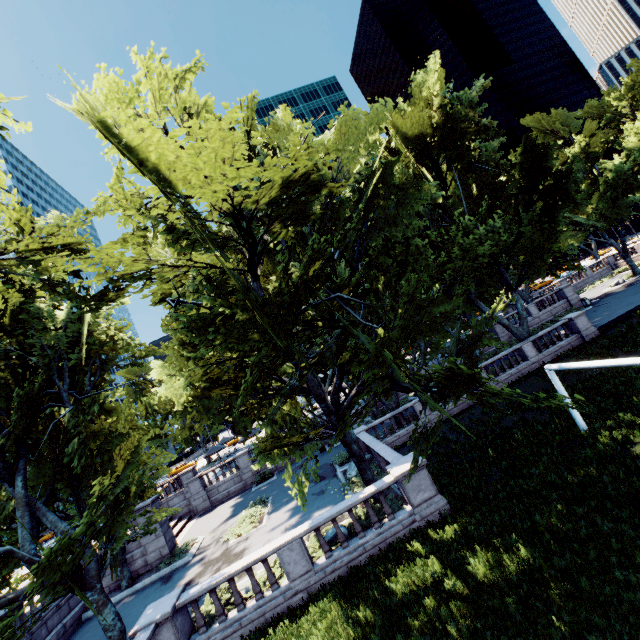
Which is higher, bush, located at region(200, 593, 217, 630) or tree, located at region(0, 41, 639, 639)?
tree, located at region(0, 41, 639, 639)

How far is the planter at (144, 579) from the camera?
18.9m

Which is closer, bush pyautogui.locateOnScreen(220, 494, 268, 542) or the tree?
the tree

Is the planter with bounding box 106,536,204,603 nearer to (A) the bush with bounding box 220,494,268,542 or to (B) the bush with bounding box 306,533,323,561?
(A) the bush with bounding box 220,494,268,542

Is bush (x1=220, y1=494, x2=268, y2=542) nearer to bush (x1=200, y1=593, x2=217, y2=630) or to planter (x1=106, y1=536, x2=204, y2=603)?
planter (x1=106, y1=536, x2=204, y2=603)

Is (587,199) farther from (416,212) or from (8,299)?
(8,299)

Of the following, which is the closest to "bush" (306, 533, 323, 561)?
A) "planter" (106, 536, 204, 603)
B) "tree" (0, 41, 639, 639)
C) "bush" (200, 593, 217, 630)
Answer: "bush" (200, 593, 217, 630)

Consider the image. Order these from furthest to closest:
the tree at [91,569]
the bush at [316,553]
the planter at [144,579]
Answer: the planter at [144,579] < the bush at [316,553] < the tree at [91,569]
